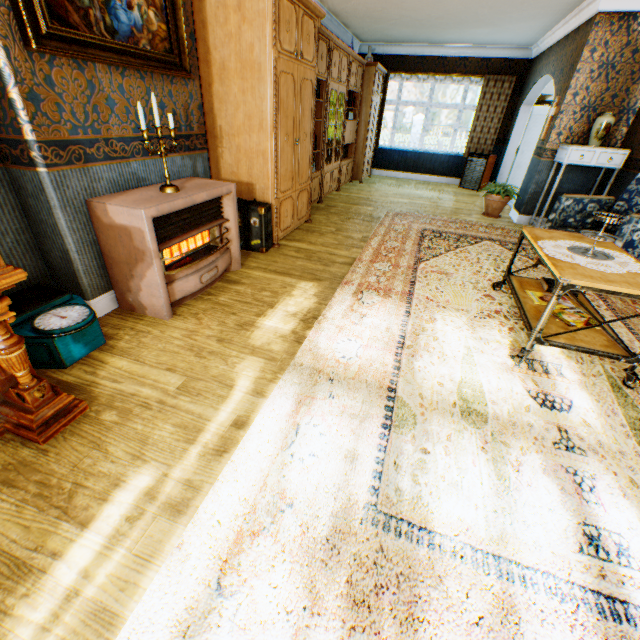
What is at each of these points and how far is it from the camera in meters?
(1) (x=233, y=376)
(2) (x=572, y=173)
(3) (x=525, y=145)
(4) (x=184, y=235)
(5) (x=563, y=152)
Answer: (1) building, 2.2 m
(2) building, 5.5 m
(3) refrigerator, 8.5 m
(4) heater, 2.7 m
(5) cabinet, 5.2 m

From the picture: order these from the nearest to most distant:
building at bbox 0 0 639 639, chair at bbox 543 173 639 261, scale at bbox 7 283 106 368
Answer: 1. building at bbox 0 0 639 639
2. scale at bbox 7 283 106 368
3. chair at bbox 543 173 639 261

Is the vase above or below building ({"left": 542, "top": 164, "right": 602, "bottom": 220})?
above

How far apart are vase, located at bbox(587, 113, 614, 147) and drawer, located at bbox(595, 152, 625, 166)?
0.2m

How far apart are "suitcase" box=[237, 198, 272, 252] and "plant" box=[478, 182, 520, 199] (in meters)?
4.44

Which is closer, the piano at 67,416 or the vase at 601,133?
the piano at 67,416

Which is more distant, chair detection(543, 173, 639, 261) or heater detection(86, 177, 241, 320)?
chair detection(543, 173, 639, 261)

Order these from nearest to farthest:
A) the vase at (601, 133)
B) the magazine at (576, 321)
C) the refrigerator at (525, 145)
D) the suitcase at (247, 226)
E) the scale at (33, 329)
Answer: the scale at (33, 329) → the magazine at (576, 321) → the suitcase at (247, 226) → the vase at (601, 133) → the refrigerator at (525, 145)
